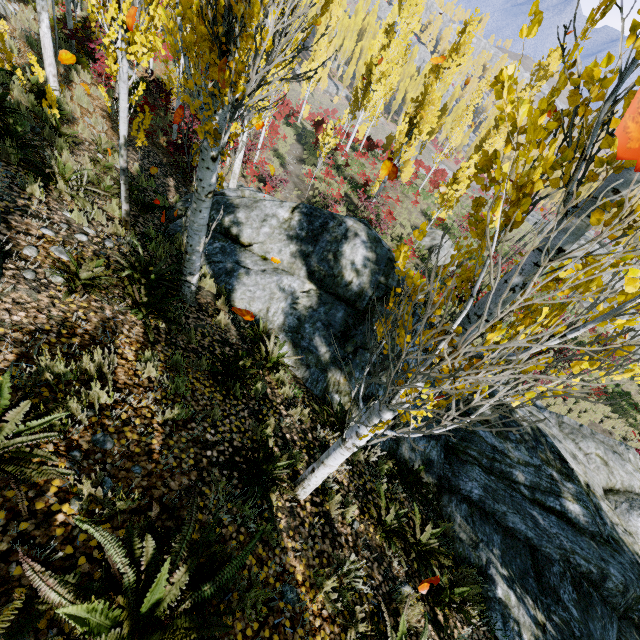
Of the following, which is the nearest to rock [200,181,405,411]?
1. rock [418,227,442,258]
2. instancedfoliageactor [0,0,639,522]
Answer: instancedfoliageactor [0,0,639,522]

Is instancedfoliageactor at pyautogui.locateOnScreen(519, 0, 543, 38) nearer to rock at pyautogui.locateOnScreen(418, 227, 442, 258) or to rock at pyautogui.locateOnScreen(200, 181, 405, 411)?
rock at pyautogui.locateOnScreen(200, 181, 405, 411)

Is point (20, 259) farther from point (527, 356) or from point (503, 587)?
point (503, 587)

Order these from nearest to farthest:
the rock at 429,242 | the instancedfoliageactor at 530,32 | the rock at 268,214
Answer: the instancedfoliageactor at 530,32 → the rock at 268,214 → the rock at 429,242

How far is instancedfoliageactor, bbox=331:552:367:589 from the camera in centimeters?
336cm

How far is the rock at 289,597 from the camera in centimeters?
298cm
